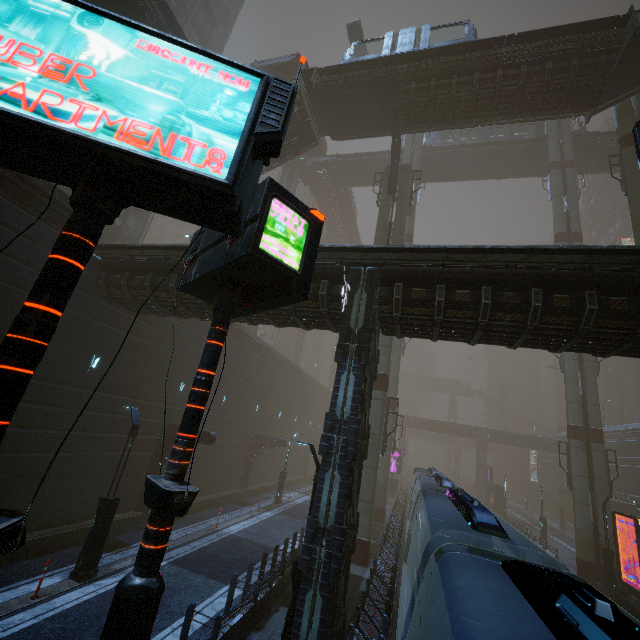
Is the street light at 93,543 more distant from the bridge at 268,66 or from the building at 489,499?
the bridge at 268,66

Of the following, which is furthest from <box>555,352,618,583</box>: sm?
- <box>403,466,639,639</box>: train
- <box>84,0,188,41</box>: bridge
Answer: <box>84,0,188,41</box>: bridge

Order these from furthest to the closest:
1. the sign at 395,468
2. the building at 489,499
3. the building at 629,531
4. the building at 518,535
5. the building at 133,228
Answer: the building at 489,499 → the sign at 395,468 → the building at 629,531 → the building at 133,228 → the building at 518,535

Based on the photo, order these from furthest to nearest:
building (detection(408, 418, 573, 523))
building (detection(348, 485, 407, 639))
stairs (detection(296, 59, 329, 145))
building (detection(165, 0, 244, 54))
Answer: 1. building (detection(408, 418, 573, 523))
2. building (detection(165, 0, 244, 54))
3. stairs (detection(296, 59, 329, 145))
4. building (detection(348, 485, 407, 639))

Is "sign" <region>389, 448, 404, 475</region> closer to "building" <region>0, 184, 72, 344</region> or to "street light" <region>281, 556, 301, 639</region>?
"building" <region>0, 184, 72, 344</region>

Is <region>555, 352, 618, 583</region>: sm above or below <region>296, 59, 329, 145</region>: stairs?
below

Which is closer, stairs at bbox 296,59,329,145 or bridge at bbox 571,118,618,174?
stairs at bbox 296,59,329,145

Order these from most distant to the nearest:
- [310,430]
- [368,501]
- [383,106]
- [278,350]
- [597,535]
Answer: [278,350], [310,430], [383,106], [597,535], [368,501]
